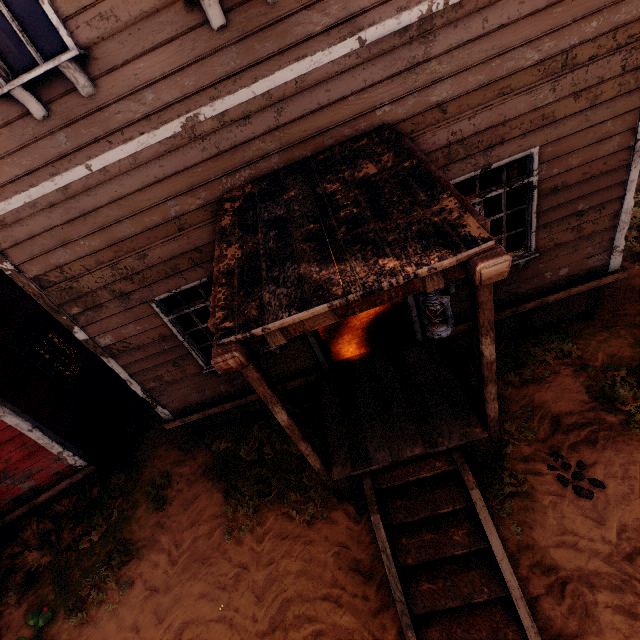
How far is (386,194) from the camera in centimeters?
273cm

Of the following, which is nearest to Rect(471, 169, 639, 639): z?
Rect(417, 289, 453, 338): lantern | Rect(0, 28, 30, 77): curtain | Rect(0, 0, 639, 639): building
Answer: Rect(0, 0, 639, 639): building

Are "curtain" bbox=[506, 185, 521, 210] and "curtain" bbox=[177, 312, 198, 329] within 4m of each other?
no

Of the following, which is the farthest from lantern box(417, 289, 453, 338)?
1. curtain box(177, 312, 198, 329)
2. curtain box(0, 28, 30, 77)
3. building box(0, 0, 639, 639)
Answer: curtain box(177, 312, 198, 329)

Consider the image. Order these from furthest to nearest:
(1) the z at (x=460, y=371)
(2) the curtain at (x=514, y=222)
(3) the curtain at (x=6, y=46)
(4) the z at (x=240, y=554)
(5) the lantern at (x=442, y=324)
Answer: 1. (1) the z at (x=460, y=371)
2. (2) the curtain at (x=514, y=222)
3. (4) the z at (x=240, y=554)
4. (3) the curtain at (x=6, y=46)
5. (5) the lantern at (x=442, y=324)

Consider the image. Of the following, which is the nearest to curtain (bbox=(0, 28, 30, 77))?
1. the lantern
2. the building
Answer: the building

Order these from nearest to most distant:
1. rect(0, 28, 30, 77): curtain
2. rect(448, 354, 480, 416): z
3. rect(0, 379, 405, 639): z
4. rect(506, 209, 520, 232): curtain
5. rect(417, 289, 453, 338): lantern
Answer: rect(417, 289, 453, 338): lantern < rect(0, 28, 30, 77): curtain < rect(0, 379, 405, 639): z < rect(506, 209, 520, 232): curtain < rect(448, 354, 480, 416): z

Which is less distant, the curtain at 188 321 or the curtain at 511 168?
the curtain at 511 168
